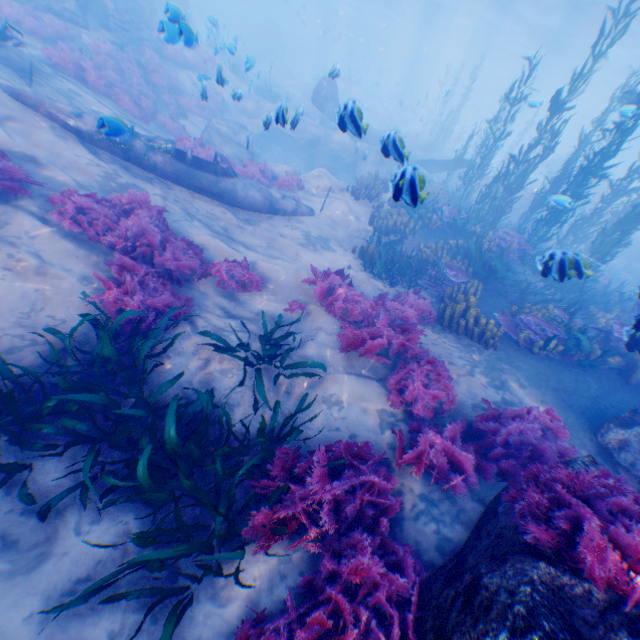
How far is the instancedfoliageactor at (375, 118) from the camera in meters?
34.0 m

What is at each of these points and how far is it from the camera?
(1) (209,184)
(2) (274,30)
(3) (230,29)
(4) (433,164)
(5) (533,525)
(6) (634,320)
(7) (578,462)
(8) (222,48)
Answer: (1) plane, 9.4m
(2) rock, 40.0m
(3) submarine, 50.5m
(4) plane, 20.5m
(5) instancedfoliageactor, 2.9m
(6) rock, 4.9m
(7) rock, 3.6m
(8) rock, 13.9m

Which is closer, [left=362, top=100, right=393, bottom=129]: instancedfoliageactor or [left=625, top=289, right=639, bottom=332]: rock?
[left=625, top=289, right=639, bottom=332]: rock

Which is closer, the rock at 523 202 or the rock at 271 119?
the rock at 271 119

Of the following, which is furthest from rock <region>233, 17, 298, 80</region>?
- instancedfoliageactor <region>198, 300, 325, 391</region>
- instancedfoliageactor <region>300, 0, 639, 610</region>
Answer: instancedfoliageactor <region>198, 300, 325, 391</region>

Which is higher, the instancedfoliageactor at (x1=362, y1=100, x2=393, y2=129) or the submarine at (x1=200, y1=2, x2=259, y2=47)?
the submarine at (x1=200, y1=2, x2=259, y2=47)

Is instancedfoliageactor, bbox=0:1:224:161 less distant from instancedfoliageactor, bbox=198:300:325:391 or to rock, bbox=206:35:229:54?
rock, bbox=206:35:229:54

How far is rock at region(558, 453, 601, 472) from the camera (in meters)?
3.54
